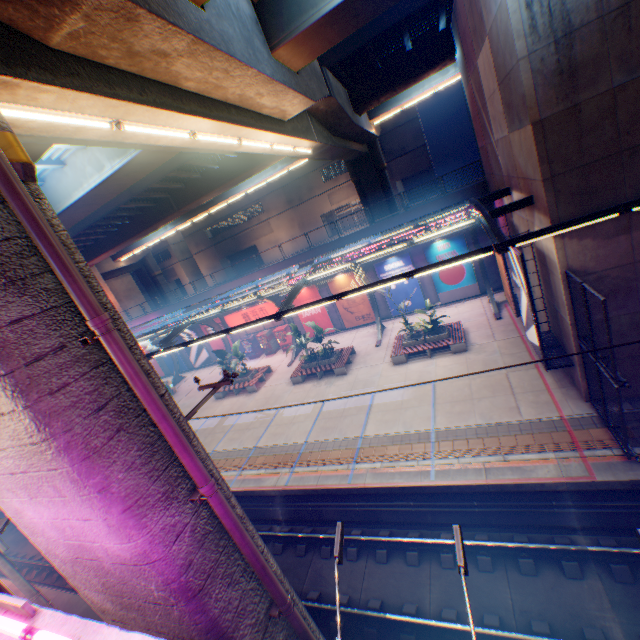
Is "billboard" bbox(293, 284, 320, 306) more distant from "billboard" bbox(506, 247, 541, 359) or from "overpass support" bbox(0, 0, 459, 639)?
"billboard" bbox(506, 247, 541, 359)

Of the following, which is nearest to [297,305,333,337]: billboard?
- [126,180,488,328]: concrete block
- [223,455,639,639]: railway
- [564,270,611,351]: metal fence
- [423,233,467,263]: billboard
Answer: [126,180,488,328]: concrete block

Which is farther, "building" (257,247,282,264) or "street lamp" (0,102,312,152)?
"building" (257,247,282,264)

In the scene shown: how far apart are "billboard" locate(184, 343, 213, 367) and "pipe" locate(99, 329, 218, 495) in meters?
28.8

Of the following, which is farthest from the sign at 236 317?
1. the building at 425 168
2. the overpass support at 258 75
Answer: the building at 425 168

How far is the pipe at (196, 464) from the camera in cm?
373

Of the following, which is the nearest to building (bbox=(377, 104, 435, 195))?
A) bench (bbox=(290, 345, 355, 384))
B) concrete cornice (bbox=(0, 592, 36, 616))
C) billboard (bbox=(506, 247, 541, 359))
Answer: bench (bbox=(290, 345, 355, 384))

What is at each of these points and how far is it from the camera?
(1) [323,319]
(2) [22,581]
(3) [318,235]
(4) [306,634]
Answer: (1) billboard, 26.4m
(2) electric pole, 8.3m
(3) building, 45.2m
(4) pipe, 5.2m
